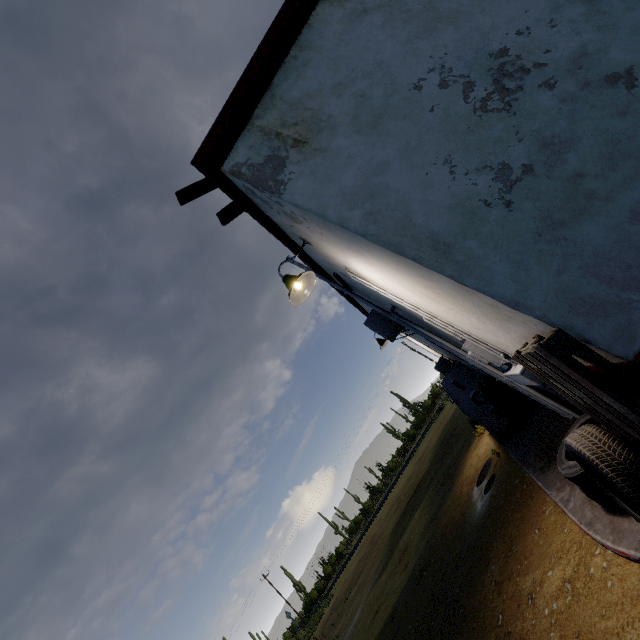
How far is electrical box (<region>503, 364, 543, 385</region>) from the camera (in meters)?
2.92

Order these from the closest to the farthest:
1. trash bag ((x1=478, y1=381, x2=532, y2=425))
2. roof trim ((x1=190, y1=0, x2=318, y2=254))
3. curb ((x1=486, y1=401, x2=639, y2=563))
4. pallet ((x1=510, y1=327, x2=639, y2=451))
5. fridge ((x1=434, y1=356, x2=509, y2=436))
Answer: pallet ((x1=510, y1=327, x2=639, y2=451)) → curb ((x1=486, y1=401, x2=639, y2=563)) → roof trim ((x1=190, y1=0, x2=318, y2=254)) → trash bag ((x1=478, y1=381, x2=532, y2=425)) → fridge ((x1=434, y1=356, x2=509, y2=436))

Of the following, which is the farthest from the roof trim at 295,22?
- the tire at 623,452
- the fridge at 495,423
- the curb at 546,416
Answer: the curb at 546,416

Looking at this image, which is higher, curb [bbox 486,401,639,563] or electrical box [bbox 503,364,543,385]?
electrical box [bbox 503,364,543,385]

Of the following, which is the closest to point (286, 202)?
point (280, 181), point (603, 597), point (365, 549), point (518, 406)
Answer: point (280, 181)

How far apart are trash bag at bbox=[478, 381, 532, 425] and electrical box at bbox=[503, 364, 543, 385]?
2.7m

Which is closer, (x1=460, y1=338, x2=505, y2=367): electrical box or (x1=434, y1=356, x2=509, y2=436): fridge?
(x1=460, y1=338, x2=505, y2=367): electrical box

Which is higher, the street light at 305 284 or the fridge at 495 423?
the street light at 305 284
